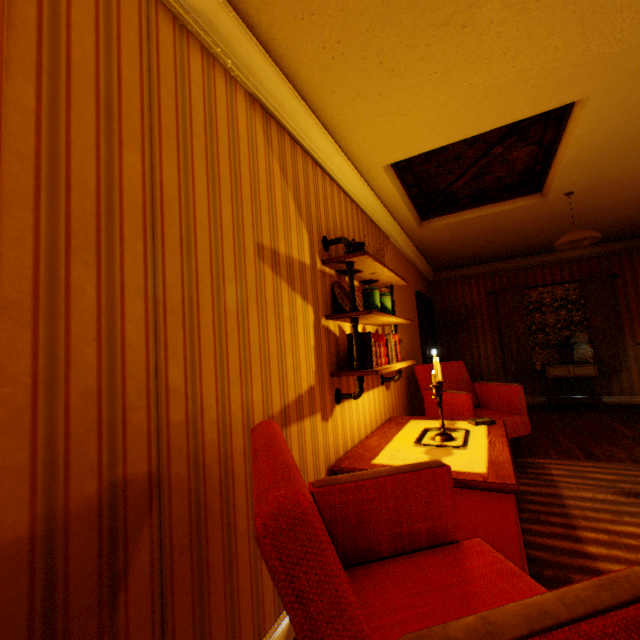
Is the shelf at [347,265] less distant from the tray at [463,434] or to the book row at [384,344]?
the book row at [384,344]

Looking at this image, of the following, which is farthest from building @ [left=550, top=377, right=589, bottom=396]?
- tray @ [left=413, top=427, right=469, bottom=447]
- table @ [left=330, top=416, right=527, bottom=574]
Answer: tray @ [left=413, top=427, right=469, bottom=447]

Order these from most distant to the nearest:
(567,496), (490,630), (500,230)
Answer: (500,230) < (567,496) < (490,630)

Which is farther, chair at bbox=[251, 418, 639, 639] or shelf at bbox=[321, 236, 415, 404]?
shelf at bbox=[321, 236, 415, 404]

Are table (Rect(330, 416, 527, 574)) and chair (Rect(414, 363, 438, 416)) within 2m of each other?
yes

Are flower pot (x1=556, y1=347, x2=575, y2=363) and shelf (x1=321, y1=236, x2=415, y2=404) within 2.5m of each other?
no

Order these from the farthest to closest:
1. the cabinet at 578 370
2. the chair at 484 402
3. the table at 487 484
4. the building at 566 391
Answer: the building at 566 391 < the cabinet at 578 370 < the chair at 484 402 < the table at 487 484

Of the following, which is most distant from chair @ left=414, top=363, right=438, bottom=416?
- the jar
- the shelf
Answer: the jar
